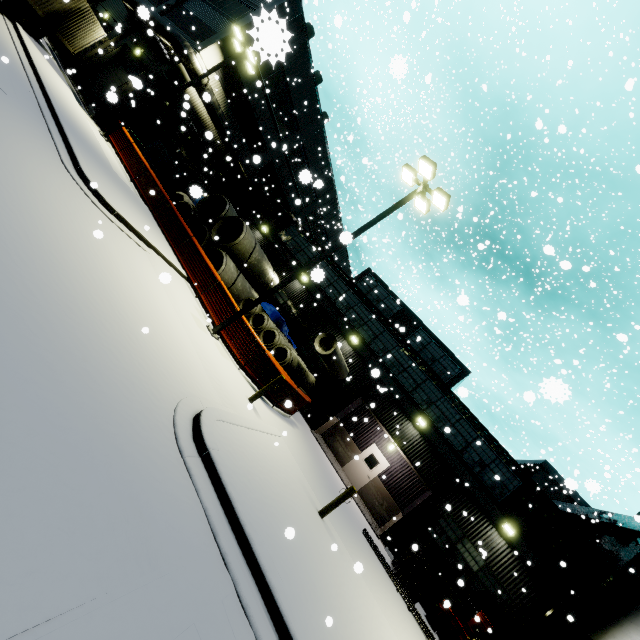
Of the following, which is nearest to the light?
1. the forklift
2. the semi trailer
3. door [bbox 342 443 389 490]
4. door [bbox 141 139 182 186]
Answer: the semi trailer

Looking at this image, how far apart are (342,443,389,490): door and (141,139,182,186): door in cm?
2373

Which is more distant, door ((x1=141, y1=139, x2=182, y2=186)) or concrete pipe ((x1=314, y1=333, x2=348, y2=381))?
door ((x1=141, y1=139, x2=182, y2=186))

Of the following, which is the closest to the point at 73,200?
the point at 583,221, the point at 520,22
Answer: the point at 520,22

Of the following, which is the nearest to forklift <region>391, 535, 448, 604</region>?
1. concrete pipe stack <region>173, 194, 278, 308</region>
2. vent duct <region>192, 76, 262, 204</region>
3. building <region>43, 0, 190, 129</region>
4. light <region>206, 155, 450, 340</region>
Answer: building <region>43, 0, 190, 129</region>

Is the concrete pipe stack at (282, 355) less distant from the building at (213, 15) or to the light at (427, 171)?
the building at (213, 15)

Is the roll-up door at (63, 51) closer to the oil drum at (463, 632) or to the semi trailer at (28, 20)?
the semi trailer at (28, 20)

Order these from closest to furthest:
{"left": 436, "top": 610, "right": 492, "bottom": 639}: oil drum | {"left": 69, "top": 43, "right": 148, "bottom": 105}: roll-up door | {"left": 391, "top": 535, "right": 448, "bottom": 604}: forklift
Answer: {"left": 391, "top": 535, "right": 448, "bottom": 604}: forklift → {"left": 436, "top": 610, "right": 492, "bottom": 639}: oil drum → {"left": 69, "top": 43, "right": 148, "bottom": 105}: roll-up door
